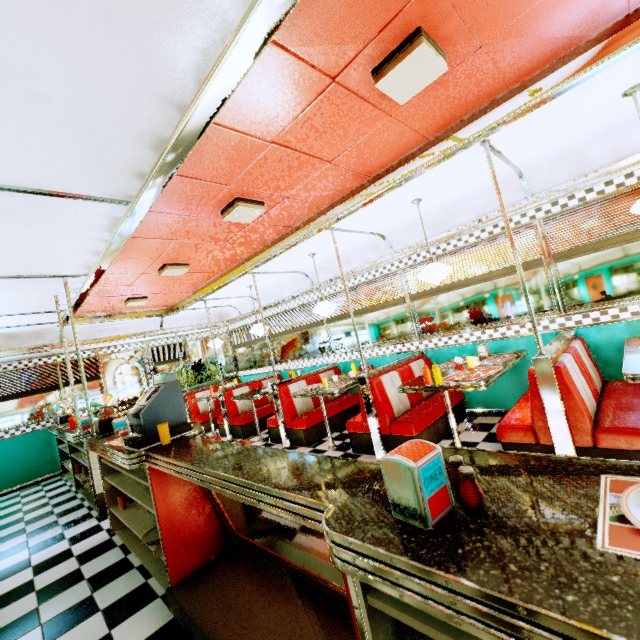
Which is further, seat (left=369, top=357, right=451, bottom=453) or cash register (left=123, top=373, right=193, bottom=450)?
seat (left=369, top=357, right=451, bottom=453)

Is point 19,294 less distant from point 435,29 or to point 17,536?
point 17,536

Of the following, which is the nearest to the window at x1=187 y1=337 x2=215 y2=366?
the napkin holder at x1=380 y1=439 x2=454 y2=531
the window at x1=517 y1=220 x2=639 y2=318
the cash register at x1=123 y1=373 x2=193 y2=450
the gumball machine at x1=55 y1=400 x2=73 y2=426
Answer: the window at x1=517 y1=220 x2=639 y2=318

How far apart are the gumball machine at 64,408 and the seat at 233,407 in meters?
2.8

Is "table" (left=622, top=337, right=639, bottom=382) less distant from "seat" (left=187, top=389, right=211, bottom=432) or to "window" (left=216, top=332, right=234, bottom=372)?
"seat" (left=187, top=389, right=211, bottom=432)

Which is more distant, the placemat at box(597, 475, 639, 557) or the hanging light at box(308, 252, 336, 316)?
the hanging light at box(308, 252, 336, 316)

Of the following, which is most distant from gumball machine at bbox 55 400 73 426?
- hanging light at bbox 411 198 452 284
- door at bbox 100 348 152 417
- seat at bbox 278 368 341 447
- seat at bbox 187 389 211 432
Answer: hanging light at bbox 411 198 452 284

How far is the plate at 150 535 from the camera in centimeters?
269cm
